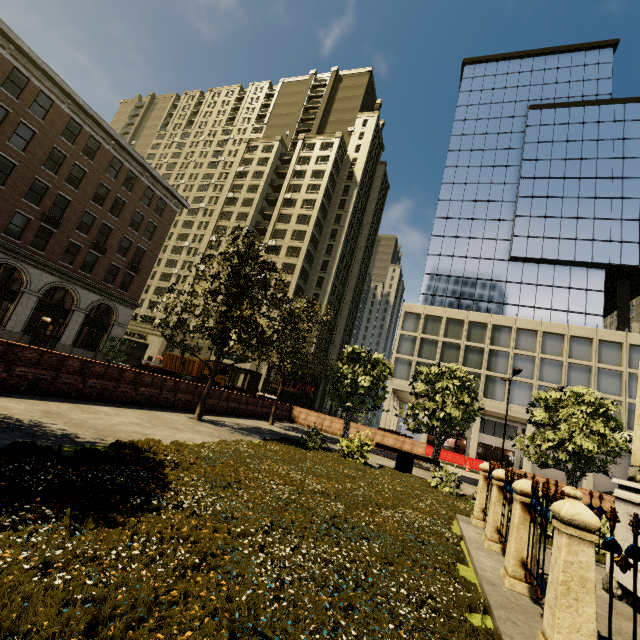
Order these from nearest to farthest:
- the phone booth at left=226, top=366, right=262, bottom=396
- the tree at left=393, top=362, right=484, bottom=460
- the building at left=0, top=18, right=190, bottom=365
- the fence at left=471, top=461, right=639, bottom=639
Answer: the fence at left=471, top=461, right=639, bottom=639 < the tree at left=393, top=362, right=484, bottom=460 < the phone booth at left=226, top=366, right=262, bottom=396 < the building at left=0, top=18, right=190, bottom=365

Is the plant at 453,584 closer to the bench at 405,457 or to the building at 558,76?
the bench at 405,457

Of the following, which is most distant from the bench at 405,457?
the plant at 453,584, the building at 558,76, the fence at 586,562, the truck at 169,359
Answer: the truck at 169,359

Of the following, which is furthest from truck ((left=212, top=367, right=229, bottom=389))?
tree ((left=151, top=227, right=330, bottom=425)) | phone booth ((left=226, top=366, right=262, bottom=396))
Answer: tree ((left=151, top=227, right=330, bottom=425))

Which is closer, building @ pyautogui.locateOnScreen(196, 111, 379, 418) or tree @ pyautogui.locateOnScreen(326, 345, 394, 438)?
tree @ pyautogui.locateOnScreen(326, 345, 394, 438)

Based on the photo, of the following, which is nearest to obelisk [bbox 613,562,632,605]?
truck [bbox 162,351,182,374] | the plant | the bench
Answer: the plant

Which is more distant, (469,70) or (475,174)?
(469,70)

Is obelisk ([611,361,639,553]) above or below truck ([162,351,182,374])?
below
